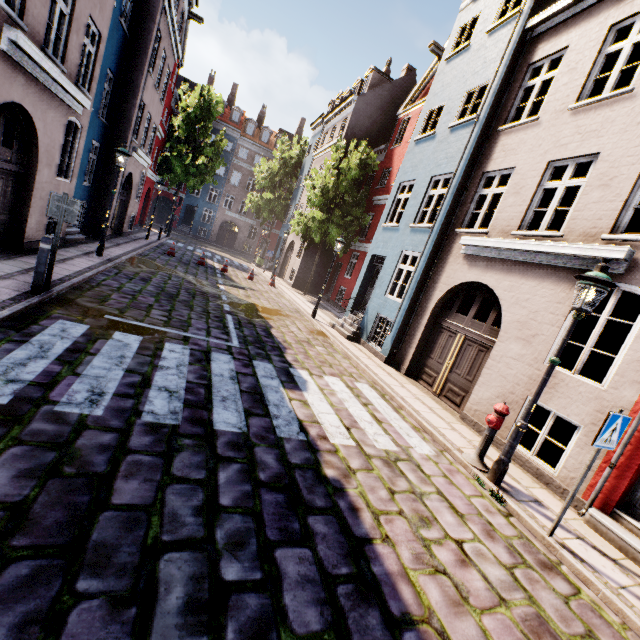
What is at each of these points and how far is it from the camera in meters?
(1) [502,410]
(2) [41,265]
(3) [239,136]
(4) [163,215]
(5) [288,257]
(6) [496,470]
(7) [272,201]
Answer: (1) hydrant, 5.5
(2) bollard, 6.0
(3) building, 39.2
(4) building, 39.4
(5) building, 27.5
(6) street light, 5.3
(7) tree, 31.6

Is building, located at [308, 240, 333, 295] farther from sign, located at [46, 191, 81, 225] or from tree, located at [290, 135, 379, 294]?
sign, located at [46, 191, 81, 225]

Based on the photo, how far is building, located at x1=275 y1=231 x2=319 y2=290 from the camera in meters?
23.3 m

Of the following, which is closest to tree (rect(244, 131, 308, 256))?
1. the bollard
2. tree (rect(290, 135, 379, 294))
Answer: tree (rect(290, 135, 379, 294))

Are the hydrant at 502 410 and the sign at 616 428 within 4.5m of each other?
yes

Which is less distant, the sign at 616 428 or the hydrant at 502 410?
the sign at 616 428

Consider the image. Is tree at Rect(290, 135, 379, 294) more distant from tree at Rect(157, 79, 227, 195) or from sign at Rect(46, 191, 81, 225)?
tree at Rect(157, 79, 227, 195)

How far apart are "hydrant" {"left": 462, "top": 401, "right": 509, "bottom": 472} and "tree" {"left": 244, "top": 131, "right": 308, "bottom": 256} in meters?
31.3 m
